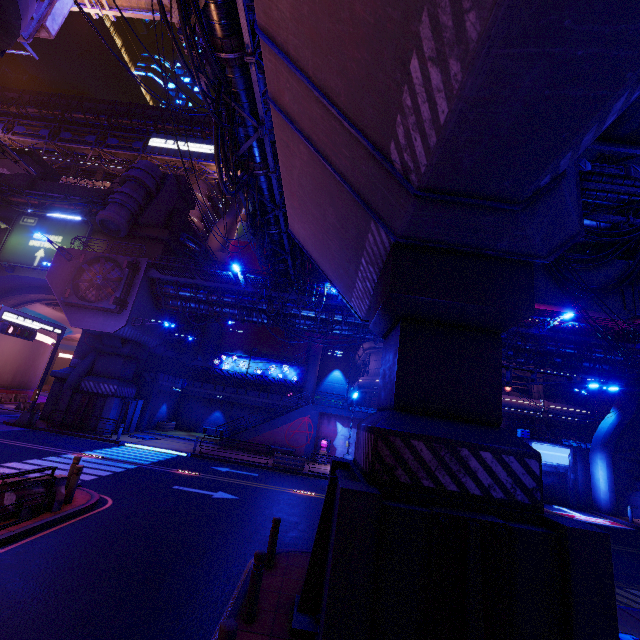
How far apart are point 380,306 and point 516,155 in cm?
380

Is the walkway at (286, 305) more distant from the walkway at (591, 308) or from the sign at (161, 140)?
the sign at (161, 140)

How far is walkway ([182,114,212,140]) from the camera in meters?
51.8

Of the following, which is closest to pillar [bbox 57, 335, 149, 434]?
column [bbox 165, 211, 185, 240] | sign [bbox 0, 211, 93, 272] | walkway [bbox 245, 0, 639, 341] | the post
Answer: sign [bbox 0, 211, 93, 272]

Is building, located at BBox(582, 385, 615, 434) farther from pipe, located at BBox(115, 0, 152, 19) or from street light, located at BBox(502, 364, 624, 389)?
street light, located at BBox(502, 364, 624, 389)

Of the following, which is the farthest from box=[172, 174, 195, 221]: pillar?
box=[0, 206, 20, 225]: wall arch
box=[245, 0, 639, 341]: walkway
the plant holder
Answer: the plant holder

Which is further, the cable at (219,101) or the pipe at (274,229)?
the pipe at (274,229)

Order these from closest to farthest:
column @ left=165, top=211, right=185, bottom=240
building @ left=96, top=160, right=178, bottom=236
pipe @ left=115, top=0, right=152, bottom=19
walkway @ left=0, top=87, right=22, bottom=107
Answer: pipe @ left=115, top=0, right=152, bottom=19
building @ left=96, top=160, right=178, bottom=236
column @ left=165, top=211, right=185, bottom=240
walkway @ left=0, top=87, right=22, bottom=107
